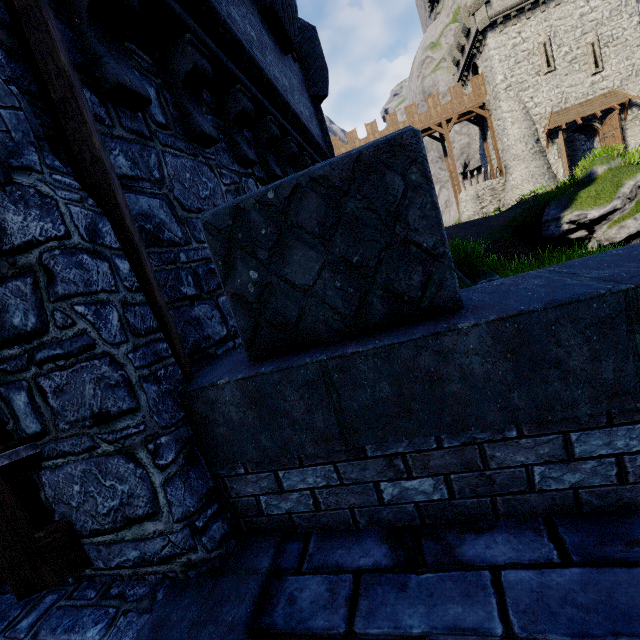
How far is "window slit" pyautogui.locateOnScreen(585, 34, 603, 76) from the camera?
24.5m

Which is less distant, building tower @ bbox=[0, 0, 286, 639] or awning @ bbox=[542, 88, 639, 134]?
building tower @ bbox=[0, 0, 286, 639]

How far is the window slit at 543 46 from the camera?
25.2m

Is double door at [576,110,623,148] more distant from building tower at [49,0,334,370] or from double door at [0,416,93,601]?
double door at [0,416,93,601]

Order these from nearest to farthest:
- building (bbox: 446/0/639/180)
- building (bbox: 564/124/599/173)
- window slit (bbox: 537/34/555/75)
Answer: building (bbox: 446/0/639/180), window slit (bbox: 537/34/555/75), building (bbox: 564/124/599/173)

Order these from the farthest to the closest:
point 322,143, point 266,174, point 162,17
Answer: point 322,143
point 266,174
point 162,17

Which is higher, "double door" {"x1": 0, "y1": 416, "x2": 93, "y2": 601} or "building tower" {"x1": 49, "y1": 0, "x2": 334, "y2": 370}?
"building tower" {"x1": 49, "y1": 0, "x2": 334, "y2": 370}

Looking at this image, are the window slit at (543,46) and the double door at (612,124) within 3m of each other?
no
